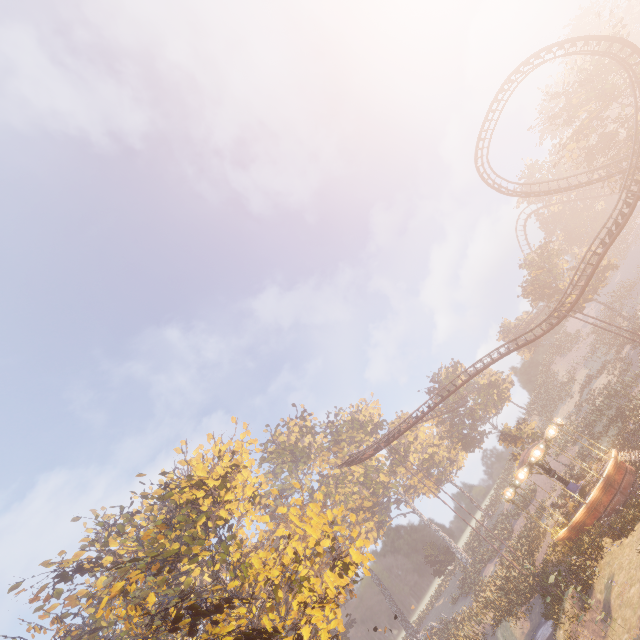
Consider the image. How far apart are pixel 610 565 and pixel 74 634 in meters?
38.9

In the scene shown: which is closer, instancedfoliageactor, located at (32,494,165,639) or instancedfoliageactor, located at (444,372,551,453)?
instancedfoliageactor, located at (32,494,165,639)

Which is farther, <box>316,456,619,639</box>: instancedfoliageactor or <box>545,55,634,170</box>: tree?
<box>545,55,634,170</box>: tree

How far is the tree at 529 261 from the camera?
45.1 meters

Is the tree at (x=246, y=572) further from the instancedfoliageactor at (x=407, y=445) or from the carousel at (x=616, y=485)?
the carousel at (x=616, y=485)

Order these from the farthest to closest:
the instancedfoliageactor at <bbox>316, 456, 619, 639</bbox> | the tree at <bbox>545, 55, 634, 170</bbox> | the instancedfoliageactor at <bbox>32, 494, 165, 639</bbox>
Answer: the tree at <bbox>545, 55, 634, 170</bbox>, the instancedfoliageactor at <bbox>32, 494, 165, 639</bbox>, the instancedfoliageactor at <bbox>316, 456, 619, 639</bbox>

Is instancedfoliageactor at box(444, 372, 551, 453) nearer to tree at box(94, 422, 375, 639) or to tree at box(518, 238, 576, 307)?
tree at box(94, 422, 375, 639)

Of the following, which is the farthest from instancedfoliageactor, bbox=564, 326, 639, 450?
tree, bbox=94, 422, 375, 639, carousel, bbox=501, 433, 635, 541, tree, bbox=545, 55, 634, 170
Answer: tree, bbox=545, 55, 634, 170
